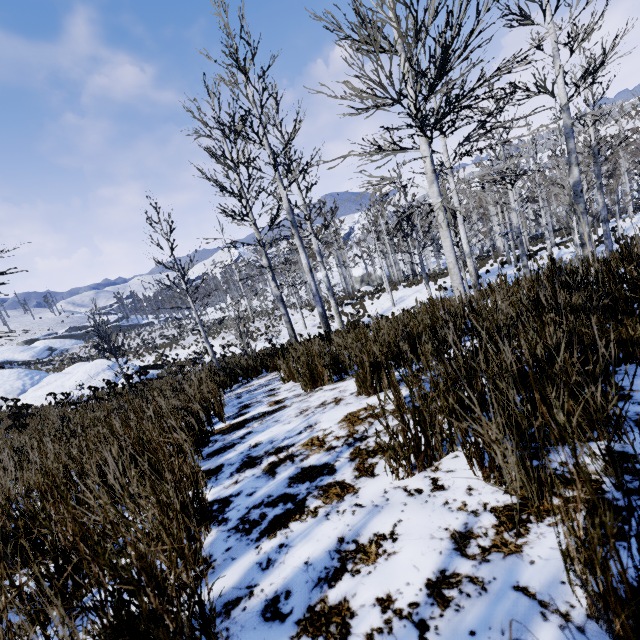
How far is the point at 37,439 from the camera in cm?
346

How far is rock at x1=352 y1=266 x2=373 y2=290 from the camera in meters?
38.4 m

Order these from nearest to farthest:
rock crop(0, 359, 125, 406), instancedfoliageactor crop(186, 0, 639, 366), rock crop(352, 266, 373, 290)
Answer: instancedfoliageactor crop(186, 0, 639, 366), rock crop(0, 359, 125, 406), rock crop(352, 266, 373, 290)

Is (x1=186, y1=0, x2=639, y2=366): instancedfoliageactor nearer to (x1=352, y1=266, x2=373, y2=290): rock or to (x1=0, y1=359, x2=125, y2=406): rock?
(x1=0, y1=359, x2=125, y2=406): rock

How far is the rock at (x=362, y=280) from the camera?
38.4m

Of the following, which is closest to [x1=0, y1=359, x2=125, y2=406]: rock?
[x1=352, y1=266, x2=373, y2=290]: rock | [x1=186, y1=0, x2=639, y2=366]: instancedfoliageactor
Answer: [x1=186, y1=0, x2=639, y2=366]: instancedfoliageactor

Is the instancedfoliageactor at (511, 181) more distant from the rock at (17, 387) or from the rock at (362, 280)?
the rock at (362, 280)

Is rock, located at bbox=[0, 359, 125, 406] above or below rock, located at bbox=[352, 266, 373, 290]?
above
